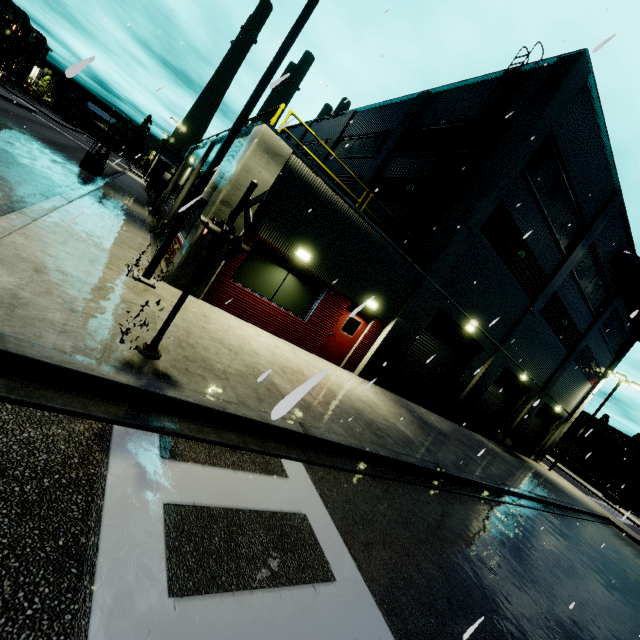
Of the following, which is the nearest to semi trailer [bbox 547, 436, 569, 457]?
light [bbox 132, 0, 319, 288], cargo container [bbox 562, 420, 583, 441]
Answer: cargo container [bbox 562, 420, 583, 441]

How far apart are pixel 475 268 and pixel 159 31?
14.7 meters

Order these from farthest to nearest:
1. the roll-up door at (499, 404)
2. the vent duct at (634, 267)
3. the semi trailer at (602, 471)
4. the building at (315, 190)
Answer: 1. the semi trailer at (602, 471)
2. the roll-up door at (499, 404)
3. the vent duct at (634, 267)
4. the building at (315, 190)

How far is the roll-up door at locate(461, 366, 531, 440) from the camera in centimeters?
1998cm

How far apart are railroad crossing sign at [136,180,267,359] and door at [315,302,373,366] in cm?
730

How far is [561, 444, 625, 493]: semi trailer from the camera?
46.94m

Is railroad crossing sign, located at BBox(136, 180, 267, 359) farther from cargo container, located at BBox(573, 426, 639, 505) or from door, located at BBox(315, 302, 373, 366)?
cargo container, located at BBox(573, 426, 639, 505)

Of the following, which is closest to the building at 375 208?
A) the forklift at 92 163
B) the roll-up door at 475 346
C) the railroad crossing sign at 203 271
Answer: the roll-up door at 475 346
